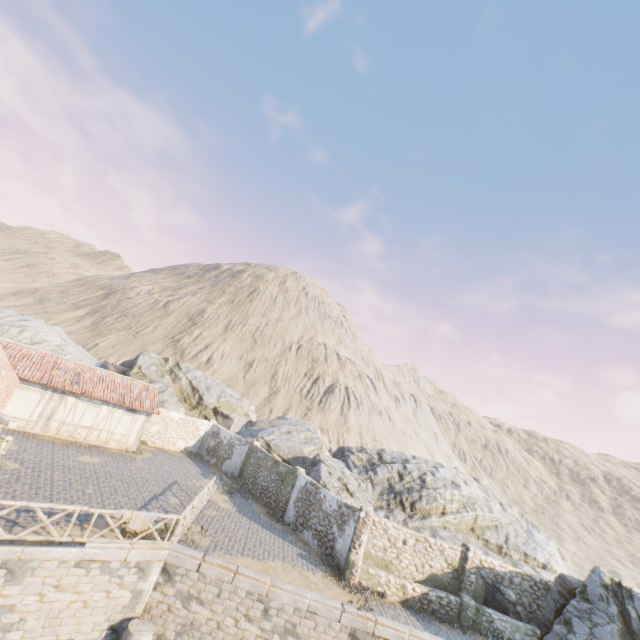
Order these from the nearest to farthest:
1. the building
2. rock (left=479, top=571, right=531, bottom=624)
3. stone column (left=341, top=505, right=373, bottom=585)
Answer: stone column (left=341, top=505, right=373, bottom=585), rock (left=479, top=571, right=531, bottom=624), the building

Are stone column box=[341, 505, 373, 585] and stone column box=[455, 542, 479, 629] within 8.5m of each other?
yes

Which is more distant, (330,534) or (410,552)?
(330,534)

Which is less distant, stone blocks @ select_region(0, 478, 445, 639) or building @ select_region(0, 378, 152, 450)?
stone blocks @ select_region(0, 478, 445, 639)

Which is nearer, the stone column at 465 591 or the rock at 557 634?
the rock at 557 634

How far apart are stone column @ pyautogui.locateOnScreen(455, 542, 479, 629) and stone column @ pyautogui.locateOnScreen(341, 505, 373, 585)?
5.0 meters

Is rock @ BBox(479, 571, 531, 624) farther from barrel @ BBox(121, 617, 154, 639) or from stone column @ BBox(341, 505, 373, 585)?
barrel @ BBox(121, 617, 154, 639)

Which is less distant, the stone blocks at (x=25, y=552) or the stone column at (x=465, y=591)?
the stone blocks at (x=25, y=552)
